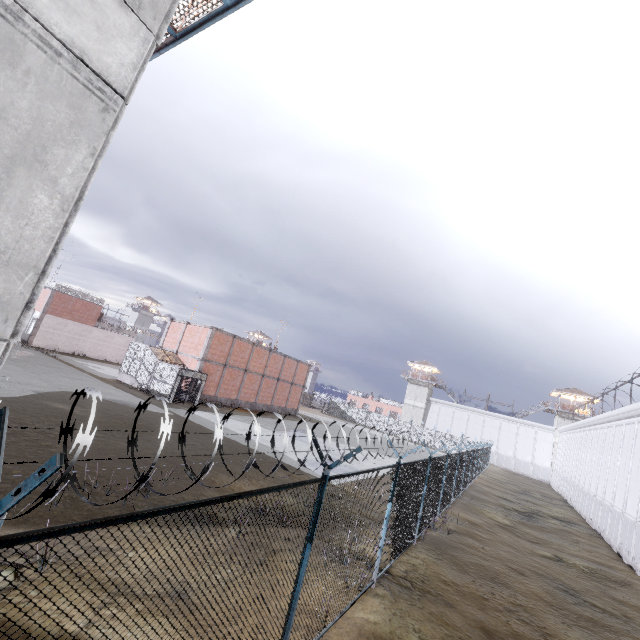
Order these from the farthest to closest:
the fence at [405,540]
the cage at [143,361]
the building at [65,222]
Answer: the cage at [143,361] < the building at [65,222] < the fence at [405,540]

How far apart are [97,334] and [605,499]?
56.47m

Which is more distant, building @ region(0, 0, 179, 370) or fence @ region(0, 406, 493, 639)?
building @ region(0, 0, 179, 370)

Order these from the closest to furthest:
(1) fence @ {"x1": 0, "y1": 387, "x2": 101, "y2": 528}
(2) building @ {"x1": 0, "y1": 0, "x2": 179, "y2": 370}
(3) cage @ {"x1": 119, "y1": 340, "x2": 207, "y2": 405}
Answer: (1) fence @ {"x1": 0, "y1": 387, "x2": 101, "y2": 528}, (2) building @ {"x1": 0, "y1": 0, "x2": 179, "y2": 370}, (3) cage @ {"x1": 119, "y1": 340, "x2": 207, "y2": 405}

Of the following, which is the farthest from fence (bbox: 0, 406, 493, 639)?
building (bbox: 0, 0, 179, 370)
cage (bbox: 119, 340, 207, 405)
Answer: cage (bbox: 119, 340, 207, 405)

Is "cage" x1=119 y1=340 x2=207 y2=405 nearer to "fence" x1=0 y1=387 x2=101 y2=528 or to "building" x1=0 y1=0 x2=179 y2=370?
"fence" x1=0 y1=387 x2=101 y2=528

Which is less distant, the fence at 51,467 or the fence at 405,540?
the fence at 51,467
